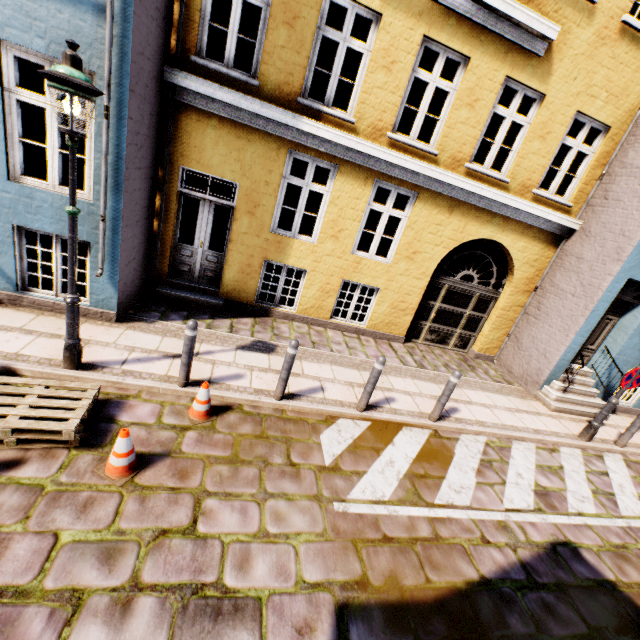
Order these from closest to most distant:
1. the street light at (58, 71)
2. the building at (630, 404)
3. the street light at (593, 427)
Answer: the street light at (58, 71), the street light at (593, 427), the building at (630, 404)

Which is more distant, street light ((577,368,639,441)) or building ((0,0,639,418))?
street light ((577,368,639,441))

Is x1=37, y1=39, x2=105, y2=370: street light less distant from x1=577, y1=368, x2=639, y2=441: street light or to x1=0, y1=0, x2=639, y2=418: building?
x1=0, y1=0, x2=639, y2=418: building

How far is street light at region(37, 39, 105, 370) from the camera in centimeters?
316cm

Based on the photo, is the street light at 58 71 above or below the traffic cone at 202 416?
above

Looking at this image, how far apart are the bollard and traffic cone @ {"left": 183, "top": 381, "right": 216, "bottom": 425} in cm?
36

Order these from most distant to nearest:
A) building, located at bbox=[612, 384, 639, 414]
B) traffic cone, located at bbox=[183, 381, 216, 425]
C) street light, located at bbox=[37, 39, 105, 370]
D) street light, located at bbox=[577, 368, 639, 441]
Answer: building, located at bbox=[612, 384, 639, 414]
street light, located at bbox=[577, 368, 639, 441]
traffic cone, located at bbox=[183, 381, 216, 425]
street light, located at bbox=[37, 39, 105, 370]

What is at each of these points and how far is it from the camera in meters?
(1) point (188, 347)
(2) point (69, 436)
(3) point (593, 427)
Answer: (1) bollard, 4.6 m
(2) pallet, 3.5 m
(3) street light, 7.0 m
